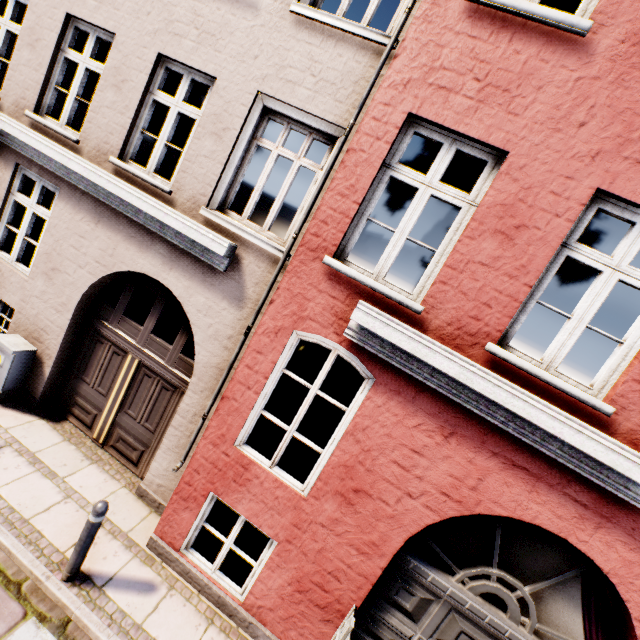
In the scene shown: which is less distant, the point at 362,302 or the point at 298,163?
the point at 362,302

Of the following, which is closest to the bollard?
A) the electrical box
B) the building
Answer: the building

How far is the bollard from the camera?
3.6m

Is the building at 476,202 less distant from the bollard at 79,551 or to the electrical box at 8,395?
the electrical box at 8,395

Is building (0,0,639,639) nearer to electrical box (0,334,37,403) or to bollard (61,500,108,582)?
electrical box (0,334,37,403)

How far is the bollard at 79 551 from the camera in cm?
363
